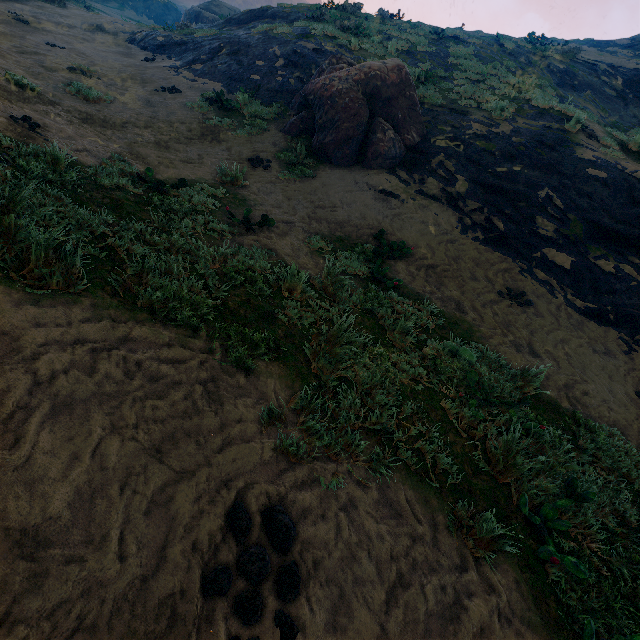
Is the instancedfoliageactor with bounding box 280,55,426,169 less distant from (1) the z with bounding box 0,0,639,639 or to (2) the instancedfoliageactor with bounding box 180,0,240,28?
(1) the z with bounding box 0,0,639,639

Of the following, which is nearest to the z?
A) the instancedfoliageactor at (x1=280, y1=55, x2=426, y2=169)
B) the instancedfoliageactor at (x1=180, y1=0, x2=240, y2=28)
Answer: the instancedfoliageactor at (x1=280, y1=55, x2=426, y2=169)

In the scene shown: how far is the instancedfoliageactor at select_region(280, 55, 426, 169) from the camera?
8.97m

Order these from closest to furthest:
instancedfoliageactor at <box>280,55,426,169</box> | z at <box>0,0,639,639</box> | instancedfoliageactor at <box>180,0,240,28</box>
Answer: z at <box>0,0,639,639</box>, instancedfoliageactor at <box>280,55,426,169</box>, instancedfoliageactor at <box>180,0,240,28</box>

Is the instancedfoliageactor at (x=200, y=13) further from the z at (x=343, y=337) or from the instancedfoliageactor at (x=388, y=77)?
the instancedfoliageactor at (x=388, y=77)

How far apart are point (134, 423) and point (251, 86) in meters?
14.0 m

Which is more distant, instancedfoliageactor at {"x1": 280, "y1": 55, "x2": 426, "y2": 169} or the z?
instancedfoliageactor at {"x1": 280, "y1": 55, "x2": 426, "y2": 169}
